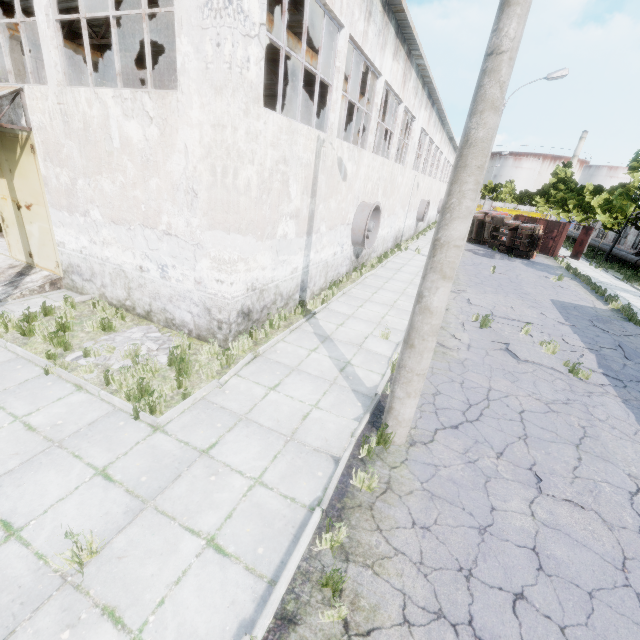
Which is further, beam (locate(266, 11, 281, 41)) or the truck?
the truck

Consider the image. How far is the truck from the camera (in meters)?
26.16

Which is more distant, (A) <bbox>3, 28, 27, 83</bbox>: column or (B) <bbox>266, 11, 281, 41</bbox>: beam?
(A) <bbox>3, 28, 27, 83</bbox>: column

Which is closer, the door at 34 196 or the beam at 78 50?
the door at 34 196

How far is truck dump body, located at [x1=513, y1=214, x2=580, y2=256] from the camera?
29.2 meters

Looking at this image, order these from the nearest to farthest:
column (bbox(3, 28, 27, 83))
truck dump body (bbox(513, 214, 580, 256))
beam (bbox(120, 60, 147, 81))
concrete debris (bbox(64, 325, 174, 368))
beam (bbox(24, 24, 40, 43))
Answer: concrete debris (bbox(64, 325, 174, 368)) → column (bbox(3, 28, 27, 83)) → beam (bbox(24, 24, 40, 43)) → beam (bbox(120, 60, 147, 81)) → truck dump body (bbox(513, 214, 580, 256))

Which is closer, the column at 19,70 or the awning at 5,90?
the awning at 5,90

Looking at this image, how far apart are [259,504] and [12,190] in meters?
11.8
